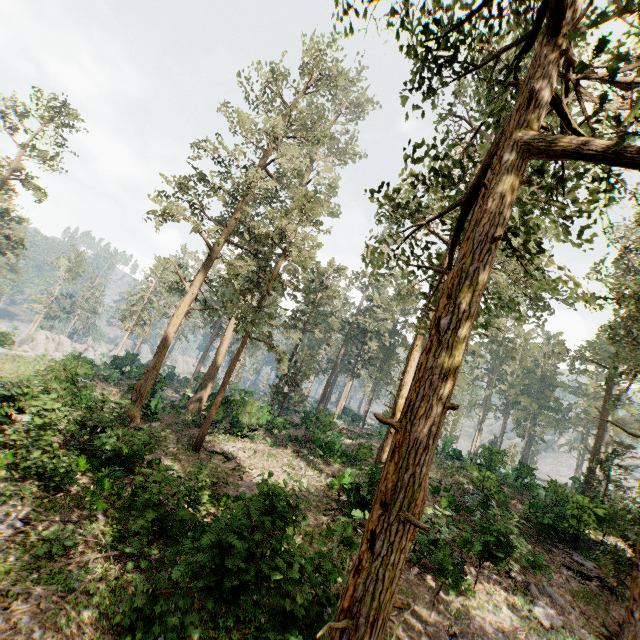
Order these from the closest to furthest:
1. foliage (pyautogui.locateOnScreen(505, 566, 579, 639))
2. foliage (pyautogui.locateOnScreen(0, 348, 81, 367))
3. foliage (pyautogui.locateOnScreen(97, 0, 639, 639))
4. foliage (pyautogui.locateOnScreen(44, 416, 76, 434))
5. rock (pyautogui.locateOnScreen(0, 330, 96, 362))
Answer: foliage (pyautogui.locateOnScreen(97, 0, 639, 639)) → foliage (pyautogui.locateOnScreen(505, 566, 579, 639)) → foliage (pyautogui.locateOnScreen(44, 416, 76, 434)) → foliage (pyautogui.locateOnScreen(0, 348, 81, 367)) → rock (pyautogui.locateOnScreen(0, 330, 96, 362))

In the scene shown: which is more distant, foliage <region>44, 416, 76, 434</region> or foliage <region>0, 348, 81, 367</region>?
foliage <region>0, 348, 81, 367</region>

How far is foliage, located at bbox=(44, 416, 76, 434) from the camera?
12.25m

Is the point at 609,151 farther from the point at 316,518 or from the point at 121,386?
the point at 121,386

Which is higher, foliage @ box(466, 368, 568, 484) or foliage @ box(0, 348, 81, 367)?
foliage @ box(466, 368, 568, 484)

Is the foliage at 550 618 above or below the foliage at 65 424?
above

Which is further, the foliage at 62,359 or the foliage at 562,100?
the foliage at 62,359
